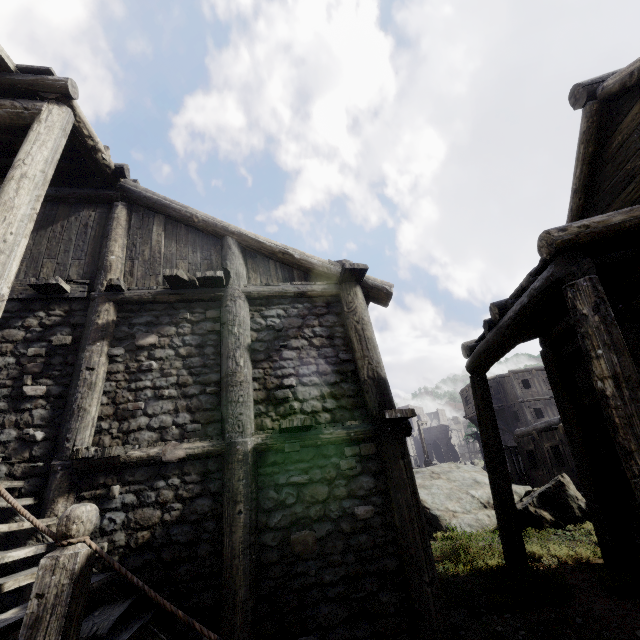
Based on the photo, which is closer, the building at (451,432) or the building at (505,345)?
the building at (505,345)

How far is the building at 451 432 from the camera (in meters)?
55.59

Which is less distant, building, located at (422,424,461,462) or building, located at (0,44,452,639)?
building, located at (0,44,452,639)

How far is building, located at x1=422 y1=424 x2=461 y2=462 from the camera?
55.6m

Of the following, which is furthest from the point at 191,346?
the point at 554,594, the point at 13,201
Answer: the point at 554,594
